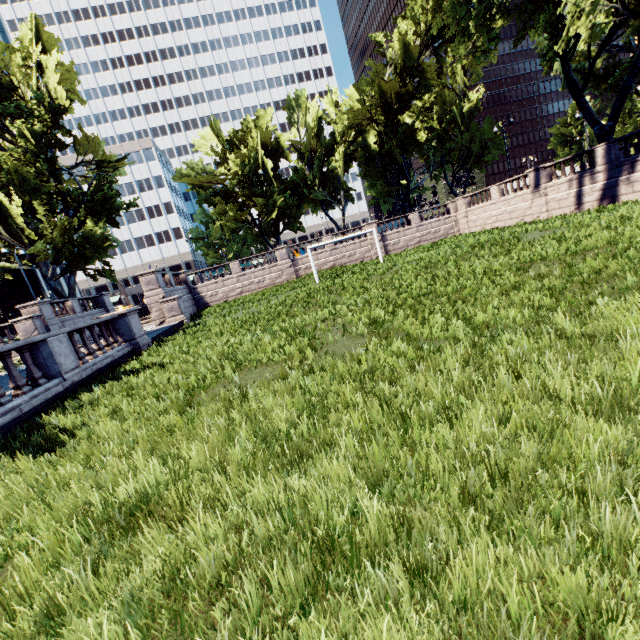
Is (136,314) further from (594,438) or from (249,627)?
(594,438)

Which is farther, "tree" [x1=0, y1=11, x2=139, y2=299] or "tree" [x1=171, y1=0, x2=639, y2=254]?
"tree" [x1=0, y1=11, x2=139, y2=299]

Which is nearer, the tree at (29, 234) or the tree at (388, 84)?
the tree at (388, 84)
